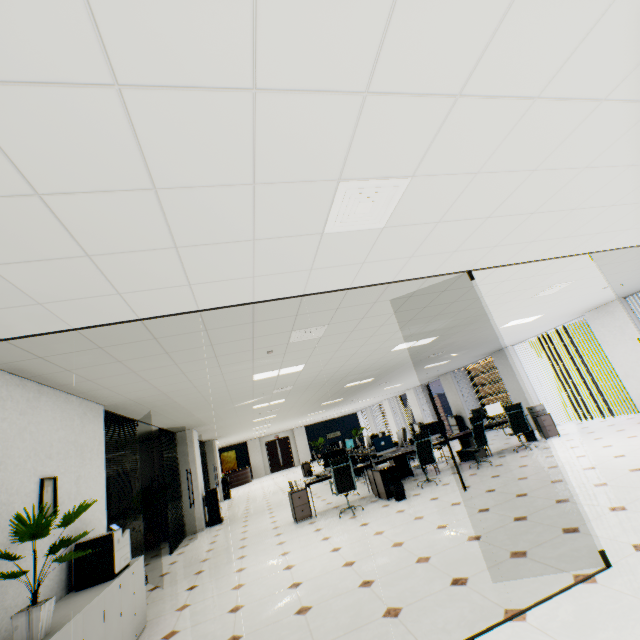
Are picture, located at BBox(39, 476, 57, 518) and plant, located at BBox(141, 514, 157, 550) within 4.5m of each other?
no

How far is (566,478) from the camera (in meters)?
5.35

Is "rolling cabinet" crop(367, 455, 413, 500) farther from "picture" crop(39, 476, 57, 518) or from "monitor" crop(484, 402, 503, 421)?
"picture" crop(39, 476, 57, 518)

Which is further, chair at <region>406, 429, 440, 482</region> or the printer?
chair at <region>406, 429, 440, 482</region>

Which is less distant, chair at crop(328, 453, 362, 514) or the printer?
the printer

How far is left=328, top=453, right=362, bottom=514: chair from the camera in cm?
690

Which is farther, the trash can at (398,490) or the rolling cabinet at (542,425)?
the rolling cabinet at (542,425)

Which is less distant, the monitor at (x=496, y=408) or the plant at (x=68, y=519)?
the plant at (x=68, y=519)
